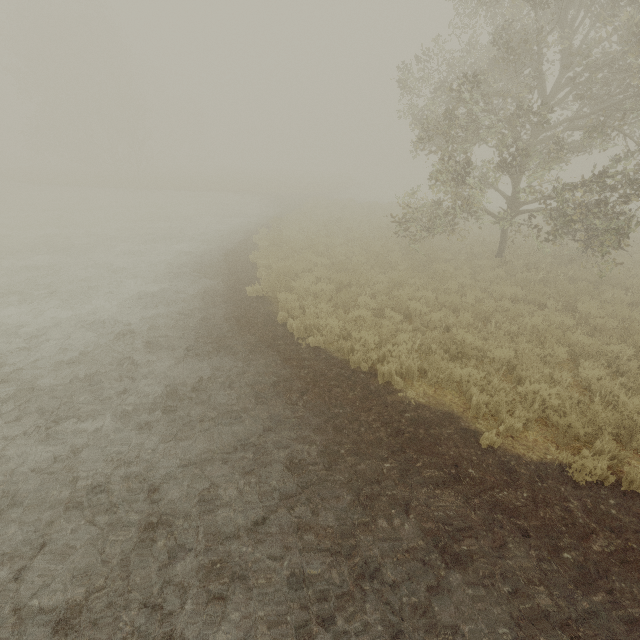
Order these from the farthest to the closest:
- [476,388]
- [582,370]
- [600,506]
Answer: [582,370] → [476,388] → [600,506]
